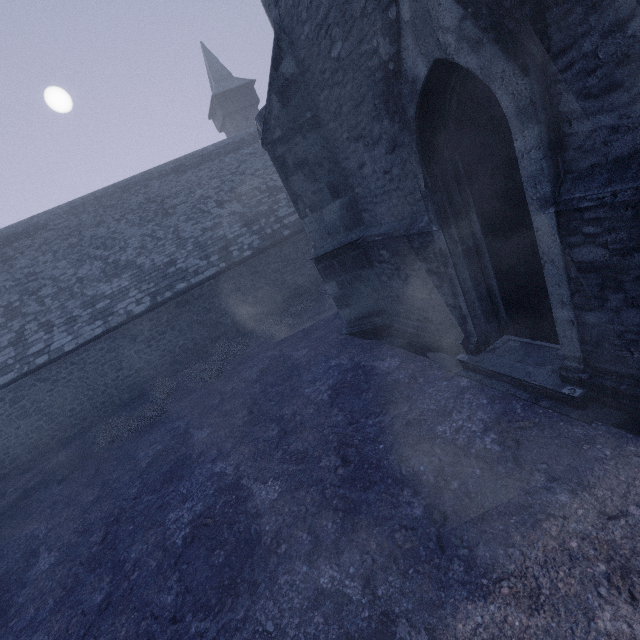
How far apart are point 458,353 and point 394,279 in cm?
185
